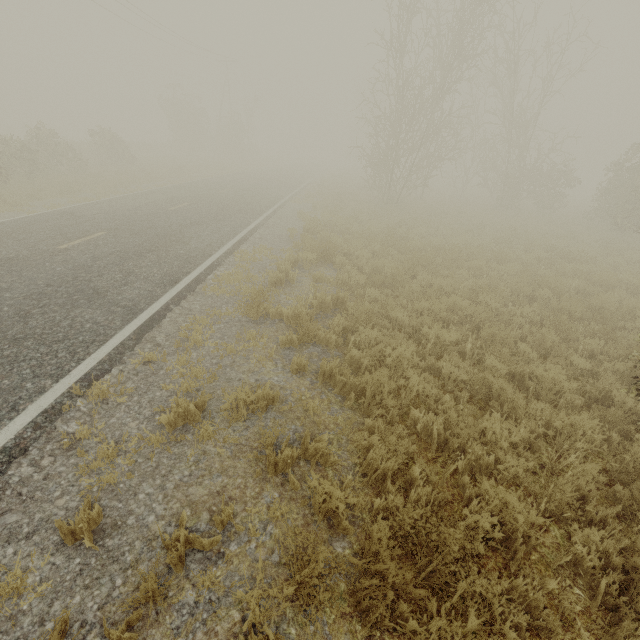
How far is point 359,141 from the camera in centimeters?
5584cm
